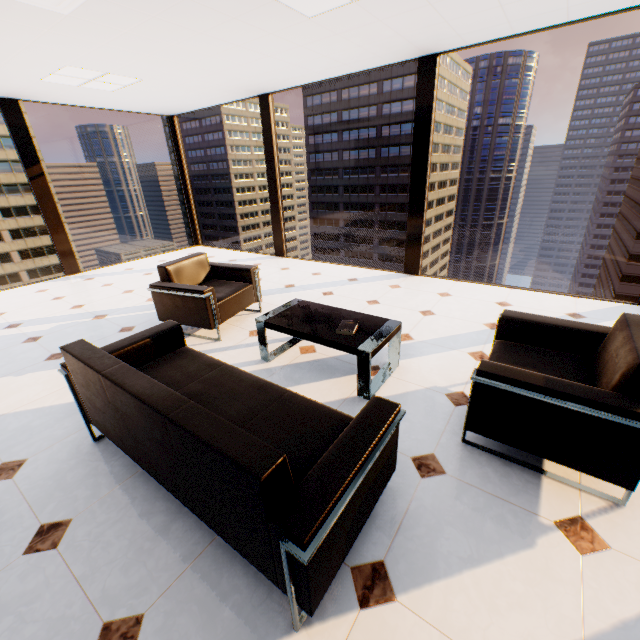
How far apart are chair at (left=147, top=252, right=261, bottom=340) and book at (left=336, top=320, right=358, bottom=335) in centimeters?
149cm

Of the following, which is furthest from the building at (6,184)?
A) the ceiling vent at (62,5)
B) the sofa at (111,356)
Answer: the sofa at (111,356)

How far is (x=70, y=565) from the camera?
1.55m

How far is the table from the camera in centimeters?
248cm

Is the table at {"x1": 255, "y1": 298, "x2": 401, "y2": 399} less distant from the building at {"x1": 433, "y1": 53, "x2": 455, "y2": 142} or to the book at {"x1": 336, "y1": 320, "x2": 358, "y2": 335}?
the book at {"x1": 336, "y1": 320, "x2": 358, "y2": 335}

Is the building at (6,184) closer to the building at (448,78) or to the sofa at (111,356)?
the building at (448,78)

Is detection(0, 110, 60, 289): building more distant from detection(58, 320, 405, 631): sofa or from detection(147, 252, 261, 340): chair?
detection(58, 320, 405, 631): sofa

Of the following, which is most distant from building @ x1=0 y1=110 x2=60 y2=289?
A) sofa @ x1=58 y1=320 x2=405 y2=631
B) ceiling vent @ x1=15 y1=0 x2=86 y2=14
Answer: sofa @ x1=58 y1=320 x2=405 y2=631
